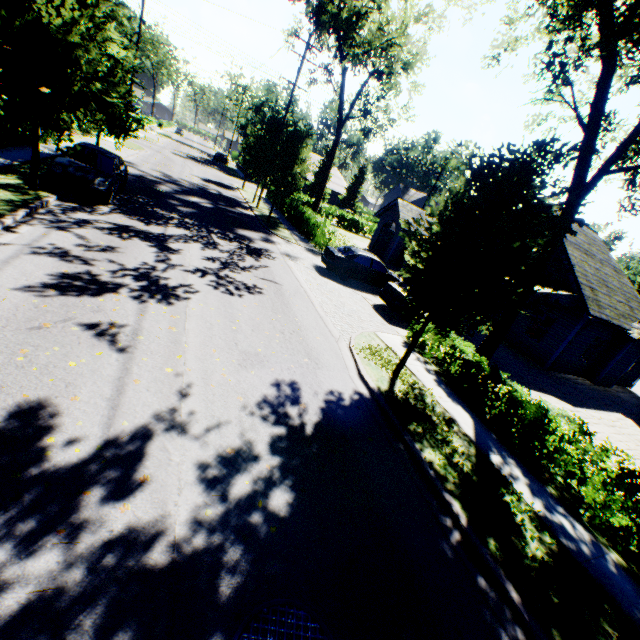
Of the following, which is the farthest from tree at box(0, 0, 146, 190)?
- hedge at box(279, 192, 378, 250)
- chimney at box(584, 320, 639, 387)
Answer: chimney at box(584, 320, 639, 387)

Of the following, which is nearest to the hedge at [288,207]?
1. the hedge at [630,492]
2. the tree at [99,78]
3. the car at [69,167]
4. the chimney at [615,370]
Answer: the tree at [99,78]

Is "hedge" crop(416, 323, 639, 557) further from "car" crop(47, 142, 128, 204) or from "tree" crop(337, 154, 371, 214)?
"car" crop(47, 142, 128, 204)

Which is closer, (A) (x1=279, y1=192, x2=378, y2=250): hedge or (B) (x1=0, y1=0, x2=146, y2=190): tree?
(B) (x1=0, y1=0, x2=146, y2=190): tree

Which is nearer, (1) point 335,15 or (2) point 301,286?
(2) point 301,286

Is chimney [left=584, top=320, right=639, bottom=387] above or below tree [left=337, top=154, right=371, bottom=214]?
below

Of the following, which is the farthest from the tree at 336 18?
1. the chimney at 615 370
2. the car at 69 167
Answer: the chimney at 615 370
